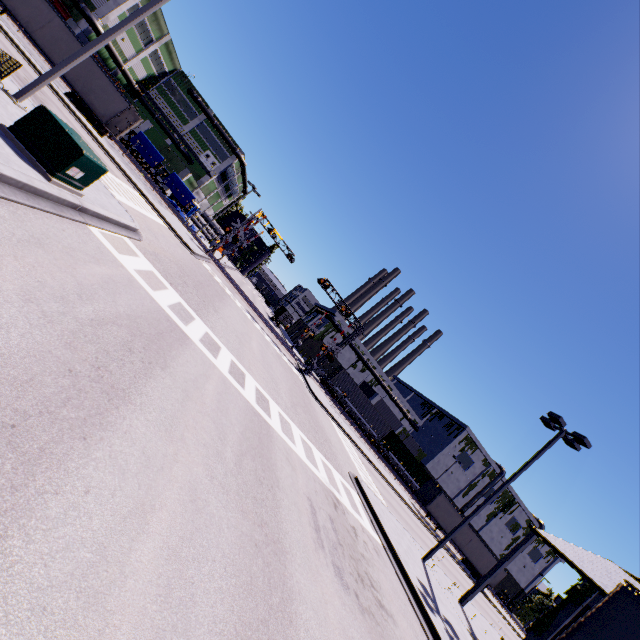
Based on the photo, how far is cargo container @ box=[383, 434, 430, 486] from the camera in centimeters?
4816cm

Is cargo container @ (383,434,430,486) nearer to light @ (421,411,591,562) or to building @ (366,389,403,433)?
building @ (366,389,403,433)

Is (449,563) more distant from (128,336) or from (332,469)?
(128,336)

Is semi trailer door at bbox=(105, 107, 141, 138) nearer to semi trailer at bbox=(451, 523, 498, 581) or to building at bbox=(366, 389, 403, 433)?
semi trailer at bbox=(451, 523, 498, 581)

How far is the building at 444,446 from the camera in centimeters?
5891cm

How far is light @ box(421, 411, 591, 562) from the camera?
15.8 meters

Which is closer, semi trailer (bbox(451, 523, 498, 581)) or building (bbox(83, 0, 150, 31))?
building (bbox(83, 0, 150, 31))

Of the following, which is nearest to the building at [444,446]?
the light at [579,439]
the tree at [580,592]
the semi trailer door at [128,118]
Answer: the tree at [580,592]
